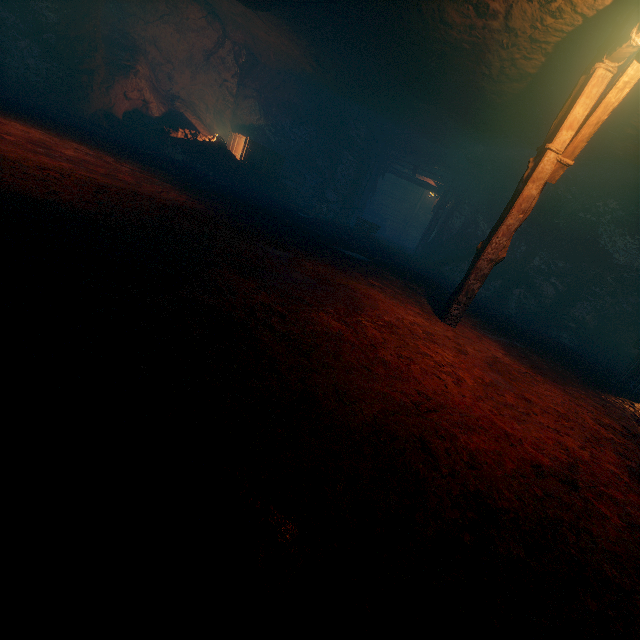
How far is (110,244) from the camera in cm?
248

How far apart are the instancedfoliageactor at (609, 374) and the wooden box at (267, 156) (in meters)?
13.60

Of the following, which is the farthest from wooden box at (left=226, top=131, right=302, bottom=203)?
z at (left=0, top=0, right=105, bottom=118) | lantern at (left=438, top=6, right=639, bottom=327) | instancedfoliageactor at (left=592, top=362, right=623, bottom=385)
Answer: instancedfoliageactor at (left=592, top=362, right=623, bottom=385)

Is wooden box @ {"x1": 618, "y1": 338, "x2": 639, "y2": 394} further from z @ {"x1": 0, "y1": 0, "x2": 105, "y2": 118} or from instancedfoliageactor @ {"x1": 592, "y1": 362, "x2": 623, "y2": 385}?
z @ {"x1": 0, "y1": 0, "x2": 105, "y2": 118}

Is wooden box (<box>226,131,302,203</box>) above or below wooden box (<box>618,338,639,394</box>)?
above

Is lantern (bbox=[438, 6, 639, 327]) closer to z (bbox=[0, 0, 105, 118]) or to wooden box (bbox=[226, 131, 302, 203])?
z (bbox=[0, 0, 105, 118])

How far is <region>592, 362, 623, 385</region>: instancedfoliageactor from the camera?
7.28m

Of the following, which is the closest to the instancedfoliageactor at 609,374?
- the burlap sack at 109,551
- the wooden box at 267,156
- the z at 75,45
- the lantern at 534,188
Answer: the burlap sack at 109,551
